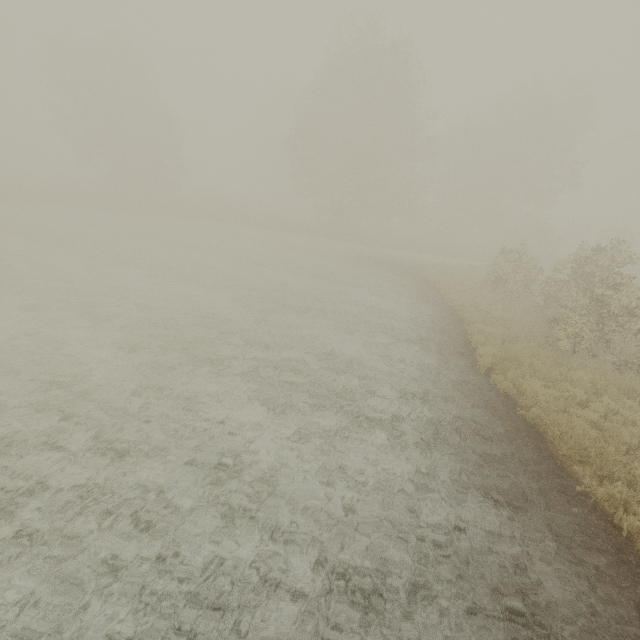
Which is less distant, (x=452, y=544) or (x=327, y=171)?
(x=452, y=544)
